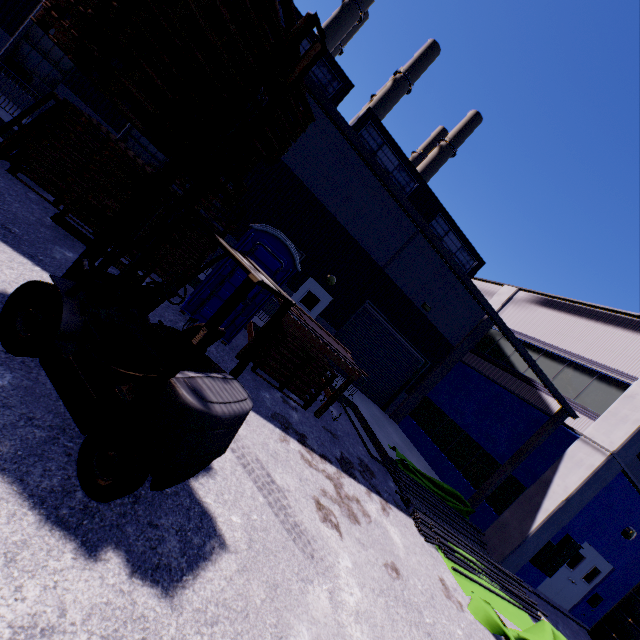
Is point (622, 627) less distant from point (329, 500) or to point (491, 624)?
point (491, 624)

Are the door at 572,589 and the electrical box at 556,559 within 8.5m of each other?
yes

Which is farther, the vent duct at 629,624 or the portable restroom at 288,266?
the vent duct at 629,624

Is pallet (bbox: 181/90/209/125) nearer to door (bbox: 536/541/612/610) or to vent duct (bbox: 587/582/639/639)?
vent duct (bbox: 587/582/639/639)

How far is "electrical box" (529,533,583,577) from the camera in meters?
10.6 m

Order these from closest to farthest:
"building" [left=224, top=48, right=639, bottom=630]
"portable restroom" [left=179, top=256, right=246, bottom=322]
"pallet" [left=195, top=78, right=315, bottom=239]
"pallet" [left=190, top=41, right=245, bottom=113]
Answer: "pallet" [left=190, top=41, right=245, bottom=113], "pallet" [left=195, top=78, right=315, bottom=239], "portable restroom" [left=179, top=256, right=246, bottom=322], "building" [left=224, top=48, right=639, bottom=630]

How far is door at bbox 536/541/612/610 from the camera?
11.7 meters

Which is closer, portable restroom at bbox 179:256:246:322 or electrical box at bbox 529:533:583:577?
portable restroom at bbox 179:256:246:322
